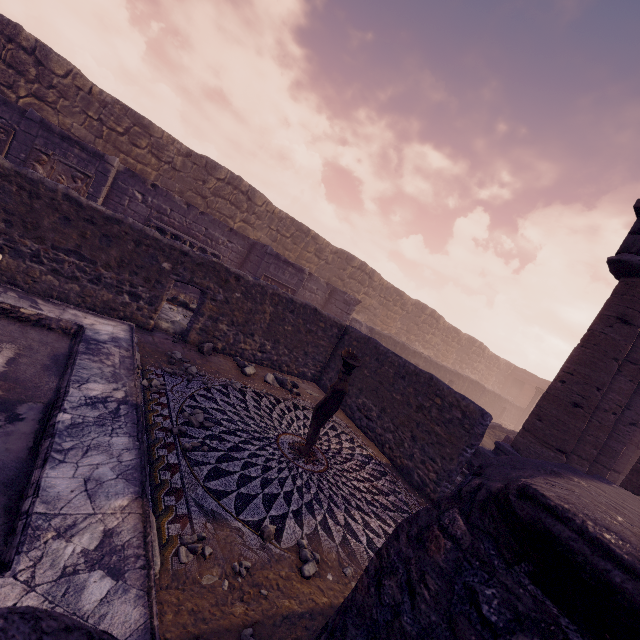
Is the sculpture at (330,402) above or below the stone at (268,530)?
above

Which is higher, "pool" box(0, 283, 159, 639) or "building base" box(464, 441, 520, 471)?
Answer: "building base" box(464, 441, 520, 471)

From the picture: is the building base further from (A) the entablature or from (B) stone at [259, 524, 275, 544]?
(B) stone at [259, 524, 275, 544]

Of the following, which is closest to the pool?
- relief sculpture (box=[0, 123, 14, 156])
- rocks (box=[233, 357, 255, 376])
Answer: rocks (box=[233, 357, 255, 376])

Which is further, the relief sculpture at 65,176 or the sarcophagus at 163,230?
the sarcophagus at 163,230

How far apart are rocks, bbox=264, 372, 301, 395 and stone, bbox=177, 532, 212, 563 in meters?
4.4

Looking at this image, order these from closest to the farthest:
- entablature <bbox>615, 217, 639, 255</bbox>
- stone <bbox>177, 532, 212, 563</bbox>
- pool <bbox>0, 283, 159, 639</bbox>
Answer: pool <bbox>0, 283, 159, 639</bbox> < stone <bbox>177, 532, 212, 563</bbox> < entablature <bbox>615, 217, 639, 255</bbox>

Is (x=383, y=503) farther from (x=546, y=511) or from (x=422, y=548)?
(x=546, y=511)
